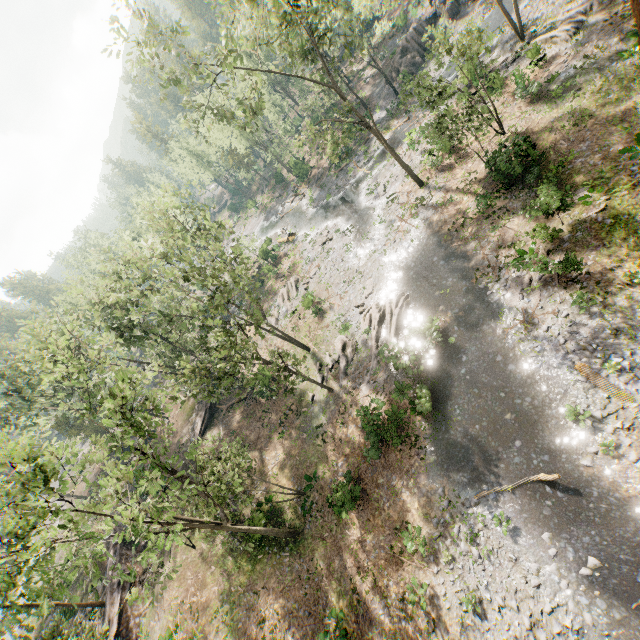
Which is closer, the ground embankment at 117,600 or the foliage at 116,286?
the foliage at 116,286

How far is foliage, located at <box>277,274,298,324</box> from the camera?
37.8 meters

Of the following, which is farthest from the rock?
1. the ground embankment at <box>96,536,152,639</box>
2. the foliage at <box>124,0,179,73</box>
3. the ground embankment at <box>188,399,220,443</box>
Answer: the ground embankment at <box>96,536,152,639</box>

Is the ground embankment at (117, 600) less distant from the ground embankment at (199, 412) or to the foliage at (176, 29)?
the foliage at (176, 29)

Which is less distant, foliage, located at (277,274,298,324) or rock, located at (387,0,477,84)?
foliage, located at (277,274,298,324)

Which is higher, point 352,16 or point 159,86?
point 159,86

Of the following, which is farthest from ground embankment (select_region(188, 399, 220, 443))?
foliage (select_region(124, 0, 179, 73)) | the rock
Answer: the rock

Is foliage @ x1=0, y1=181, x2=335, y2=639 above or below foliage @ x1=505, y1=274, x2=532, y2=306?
above
